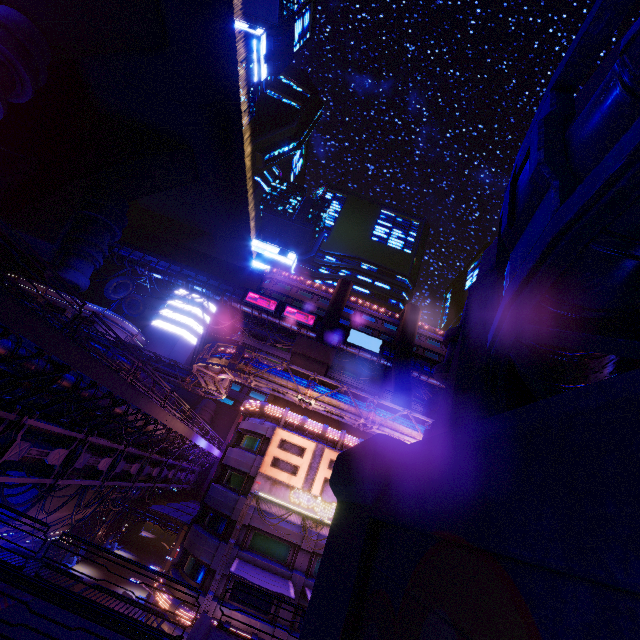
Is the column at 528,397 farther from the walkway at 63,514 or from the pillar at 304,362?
the walkway at 63,514

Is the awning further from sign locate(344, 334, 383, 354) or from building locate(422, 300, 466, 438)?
sign locate(344, 334, 383, 354)

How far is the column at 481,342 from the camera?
5.39m

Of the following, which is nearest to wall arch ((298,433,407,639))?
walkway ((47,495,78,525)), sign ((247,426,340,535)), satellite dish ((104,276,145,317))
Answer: sign ((247,426,340,535))

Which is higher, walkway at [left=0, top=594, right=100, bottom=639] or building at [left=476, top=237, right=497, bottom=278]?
building at [left=476, top=237, right=497, bottom=278]

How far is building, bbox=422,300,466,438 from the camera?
8.9m

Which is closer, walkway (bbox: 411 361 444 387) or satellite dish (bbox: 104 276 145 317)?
satellite dish (bbox: 104 276 145 317)

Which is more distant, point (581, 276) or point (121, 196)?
point (121, 196)
